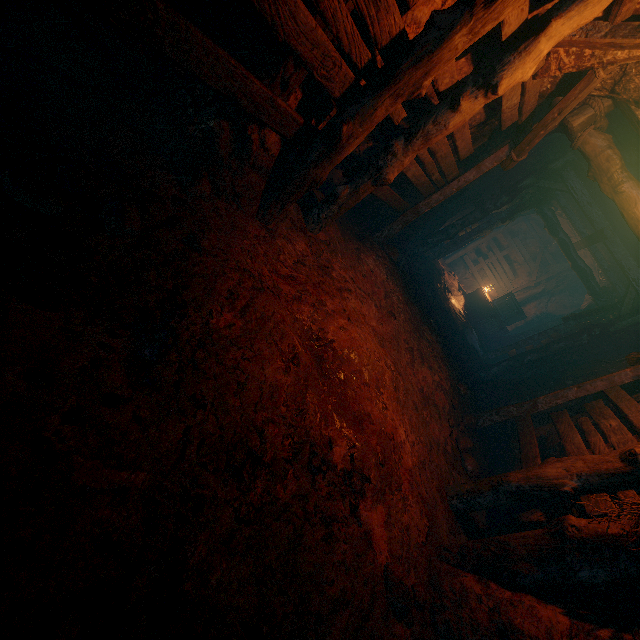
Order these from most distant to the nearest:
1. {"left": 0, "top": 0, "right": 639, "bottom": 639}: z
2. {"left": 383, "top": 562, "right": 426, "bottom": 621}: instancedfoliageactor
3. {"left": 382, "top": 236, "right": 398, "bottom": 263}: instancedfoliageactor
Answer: {"left": 382, "top": 236, "right": 398, "bottom": 263}: instancedfoliageactor < {"left": 383, "top": 562, "right": 426, "bottom": 621}: instancedfoliageactor < {"left": 0, "top": 0, "right": 639, "bottom": 639}: z

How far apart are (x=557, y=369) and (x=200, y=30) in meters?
8.8 m

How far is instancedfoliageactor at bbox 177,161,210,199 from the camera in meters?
2.7

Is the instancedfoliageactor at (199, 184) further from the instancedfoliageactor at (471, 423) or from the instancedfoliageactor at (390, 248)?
the instancedfoliageactor at (471, 423)

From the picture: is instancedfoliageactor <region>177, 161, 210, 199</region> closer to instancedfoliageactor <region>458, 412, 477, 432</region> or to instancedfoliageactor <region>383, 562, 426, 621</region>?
instancedfoliageactor <region>383, 562, 426, 621</region>

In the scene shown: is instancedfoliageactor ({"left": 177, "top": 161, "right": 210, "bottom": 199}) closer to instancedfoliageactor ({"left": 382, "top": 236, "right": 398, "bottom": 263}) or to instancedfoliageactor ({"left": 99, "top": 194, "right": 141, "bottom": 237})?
instancedfoliageactor ({"left": 99, "top": 194, "right": 141, "bottom": 237})

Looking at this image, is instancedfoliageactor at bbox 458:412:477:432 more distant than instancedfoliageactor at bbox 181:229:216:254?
Yes

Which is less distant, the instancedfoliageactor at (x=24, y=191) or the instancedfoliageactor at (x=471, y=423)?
the instancedfoliageactor at (x=24, y=191)
